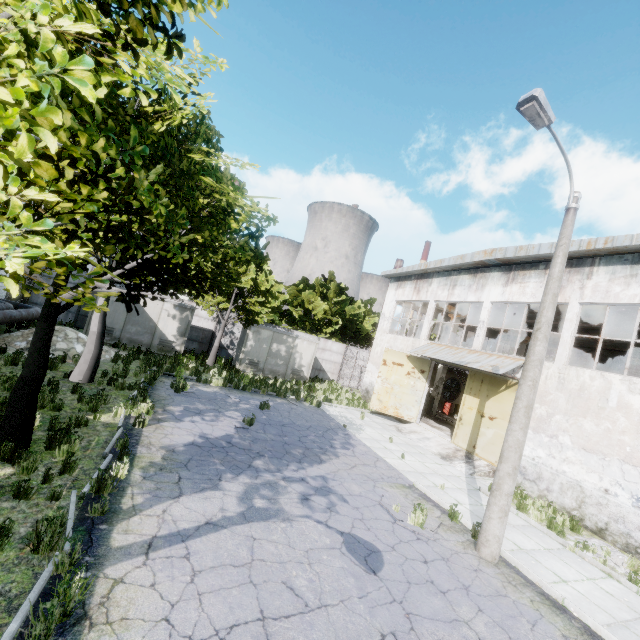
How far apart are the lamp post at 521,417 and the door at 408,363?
11.31m

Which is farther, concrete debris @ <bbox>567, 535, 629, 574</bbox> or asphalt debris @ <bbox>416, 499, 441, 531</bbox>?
concrete debris @ <bbox>567, 535, 629, 574</bbox>

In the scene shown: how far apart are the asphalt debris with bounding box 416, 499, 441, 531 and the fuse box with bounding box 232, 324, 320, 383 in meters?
14.6

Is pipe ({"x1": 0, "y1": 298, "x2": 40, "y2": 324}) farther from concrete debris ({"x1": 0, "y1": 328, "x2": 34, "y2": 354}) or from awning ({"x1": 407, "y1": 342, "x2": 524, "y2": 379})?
awning ({"x1": 407, "y1": 342, "x2": 524, "y2": 379})

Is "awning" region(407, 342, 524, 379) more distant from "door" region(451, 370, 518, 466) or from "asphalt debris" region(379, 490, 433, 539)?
"asphalt debris" region(379, 490, 433, 539)

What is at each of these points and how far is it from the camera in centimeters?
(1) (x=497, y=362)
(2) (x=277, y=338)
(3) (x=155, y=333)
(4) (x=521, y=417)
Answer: (1) awning, 1452cm
(2) fuse box, 2288cm
(3) fuse box, 1981cm
(4) lamp post, 750cm

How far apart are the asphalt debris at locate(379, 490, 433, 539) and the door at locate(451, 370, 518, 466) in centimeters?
655cm

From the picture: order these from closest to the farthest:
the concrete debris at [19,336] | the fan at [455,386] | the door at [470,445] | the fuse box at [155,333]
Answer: the concrete debris at [19,336] → the door at [470,445] → the fuse box at [155,333] → the fan at [455,386]
